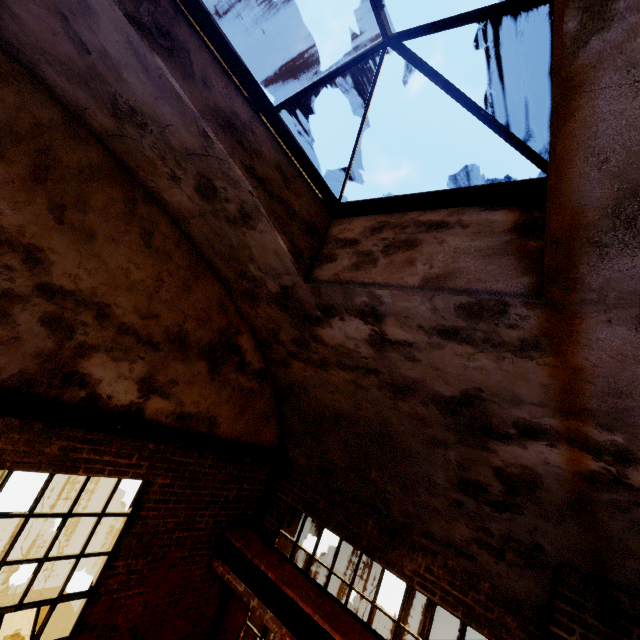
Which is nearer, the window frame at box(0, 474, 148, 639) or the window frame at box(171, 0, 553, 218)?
the window frame at box(171, 0, 553, 218)

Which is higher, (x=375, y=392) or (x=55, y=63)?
(x=55, y=63)

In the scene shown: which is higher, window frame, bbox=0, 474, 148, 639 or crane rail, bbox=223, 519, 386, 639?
crane rail, bbox=223, 519, 386, 639

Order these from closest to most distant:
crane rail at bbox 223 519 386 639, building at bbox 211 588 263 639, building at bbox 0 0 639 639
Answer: building at bbox 0 0 639 639 < crane rail at bbox 223 519 386 639 < building at bbox 211 588 263 639

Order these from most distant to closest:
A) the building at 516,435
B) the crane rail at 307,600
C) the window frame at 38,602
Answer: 1. the crane rail at 307,600
2. the window frame at 38,602
3. the building at 516,435

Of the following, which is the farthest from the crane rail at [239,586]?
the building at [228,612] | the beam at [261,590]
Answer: the building at [228,612]

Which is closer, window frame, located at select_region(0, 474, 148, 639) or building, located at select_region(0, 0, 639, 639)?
building, located at select_region(0, 0, 639, 639)

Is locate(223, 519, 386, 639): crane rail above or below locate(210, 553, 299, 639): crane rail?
above
